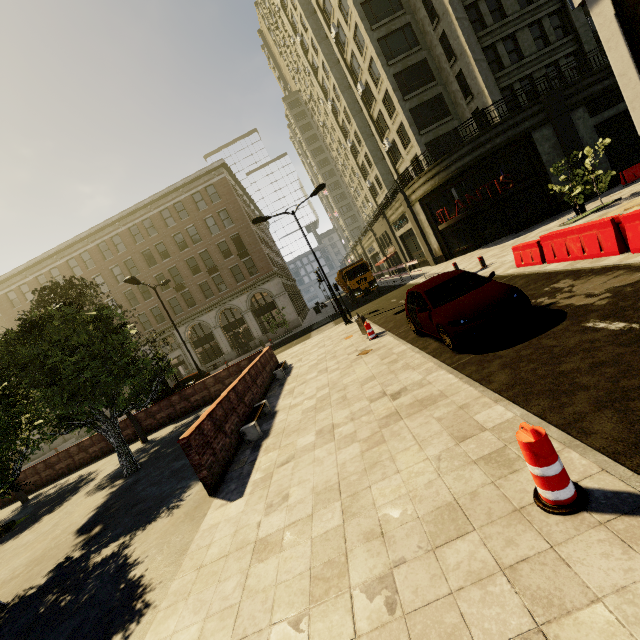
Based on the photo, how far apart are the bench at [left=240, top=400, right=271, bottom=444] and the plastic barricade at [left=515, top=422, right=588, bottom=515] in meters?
6.1 m

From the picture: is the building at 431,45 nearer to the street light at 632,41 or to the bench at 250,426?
the street light at 632,41

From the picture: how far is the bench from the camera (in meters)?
7.80

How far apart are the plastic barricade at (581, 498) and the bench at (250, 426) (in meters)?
6.08

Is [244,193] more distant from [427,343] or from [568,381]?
[568,381]

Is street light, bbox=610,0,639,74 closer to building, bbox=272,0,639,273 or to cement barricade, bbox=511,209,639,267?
cement barricade, bbox=511,209,639,267

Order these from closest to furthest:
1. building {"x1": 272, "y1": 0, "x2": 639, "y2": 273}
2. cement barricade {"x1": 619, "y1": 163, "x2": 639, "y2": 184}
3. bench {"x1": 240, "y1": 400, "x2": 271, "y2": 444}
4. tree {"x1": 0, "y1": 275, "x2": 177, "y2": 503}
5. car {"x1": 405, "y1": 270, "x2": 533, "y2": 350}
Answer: car {"x1": 405, "y1": 270, "x2": 533, "y2": 350} < tree {"x1": 0, "y1": 275, "x2": 177, "y2": 503} < bench {"x1": 240, "y1": 400, "x2": 271, "y2": 444} < cement barricade {"x1": 619, "y1": 163, "x2": 639, "y2": 184} < building {"x1": 272, "y1": 0, "x2": 639, "y2": 273}
